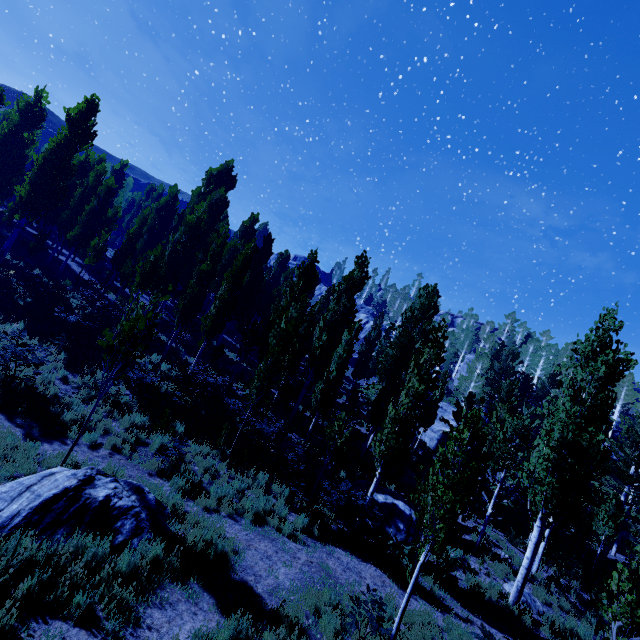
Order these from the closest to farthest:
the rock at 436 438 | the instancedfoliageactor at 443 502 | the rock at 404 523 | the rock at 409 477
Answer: the instancedfoliageactor at 443 502 → the rock at 404 523 → the rock at 409 477 → the rock at 436 438

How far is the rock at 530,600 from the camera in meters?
11.3

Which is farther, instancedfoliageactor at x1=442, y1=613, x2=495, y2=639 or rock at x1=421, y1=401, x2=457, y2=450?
rock at x1=421, y1=401, x2=457, y2=450

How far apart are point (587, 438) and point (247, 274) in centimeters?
1684cm

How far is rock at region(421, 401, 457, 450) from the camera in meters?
31.3 m

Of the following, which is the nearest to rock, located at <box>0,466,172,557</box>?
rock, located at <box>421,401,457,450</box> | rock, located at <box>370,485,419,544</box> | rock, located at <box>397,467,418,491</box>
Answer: rock, located at <box>370,485,419,544</box>

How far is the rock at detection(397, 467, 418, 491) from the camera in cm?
1891

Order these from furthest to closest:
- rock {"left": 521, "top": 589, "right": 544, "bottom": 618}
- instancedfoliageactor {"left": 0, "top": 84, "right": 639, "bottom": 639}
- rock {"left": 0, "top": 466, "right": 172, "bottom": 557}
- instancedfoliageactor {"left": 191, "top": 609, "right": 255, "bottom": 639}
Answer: rock {"left": 521, "top": 589, "right": 544, "bottom": 618}
instancedfoliageactor {"left": 0, "top": 84, "right": 639, "bottom": 639}
rock {"left": 0, "top": 466, "right": 172, "bottom": 557}
instancedfoliageactor {"left": 191, "top": 609, "right": 255, "bottom": 639}
